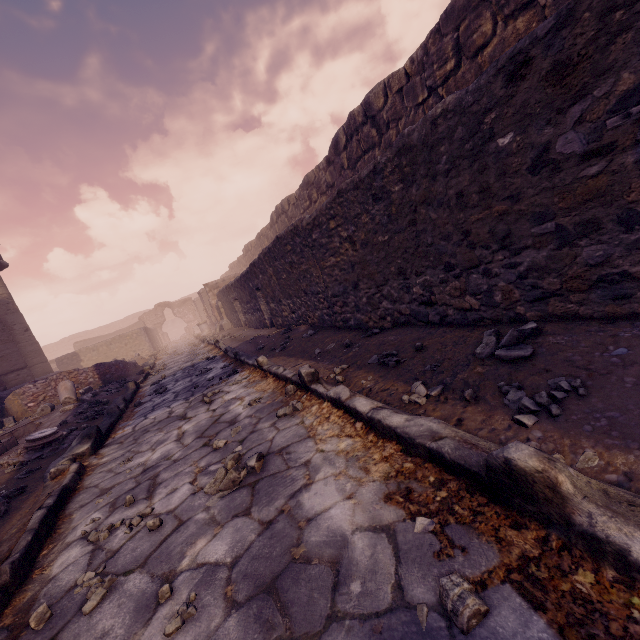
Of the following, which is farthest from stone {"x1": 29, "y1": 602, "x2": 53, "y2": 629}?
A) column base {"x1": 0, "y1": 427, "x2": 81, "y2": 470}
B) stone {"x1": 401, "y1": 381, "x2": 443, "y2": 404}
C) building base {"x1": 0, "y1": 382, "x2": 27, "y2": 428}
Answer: building base {"x1": 0, "y1": 382, "x2": 27, "y2": 428}

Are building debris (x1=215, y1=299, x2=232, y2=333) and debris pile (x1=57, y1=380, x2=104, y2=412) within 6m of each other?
no

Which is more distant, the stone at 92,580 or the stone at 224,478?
the stone at 224,478

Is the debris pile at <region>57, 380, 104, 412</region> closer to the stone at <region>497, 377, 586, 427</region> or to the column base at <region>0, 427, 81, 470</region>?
the column base at <region>0, 427, 81, 470</region>

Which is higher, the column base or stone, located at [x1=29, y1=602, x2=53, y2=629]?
the column base

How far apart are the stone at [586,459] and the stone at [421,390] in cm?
80

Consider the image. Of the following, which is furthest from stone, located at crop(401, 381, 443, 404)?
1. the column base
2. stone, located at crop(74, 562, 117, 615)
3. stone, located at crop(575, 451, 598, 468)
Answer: the column base

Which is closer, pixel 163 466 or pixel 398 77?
pixel 163 466
